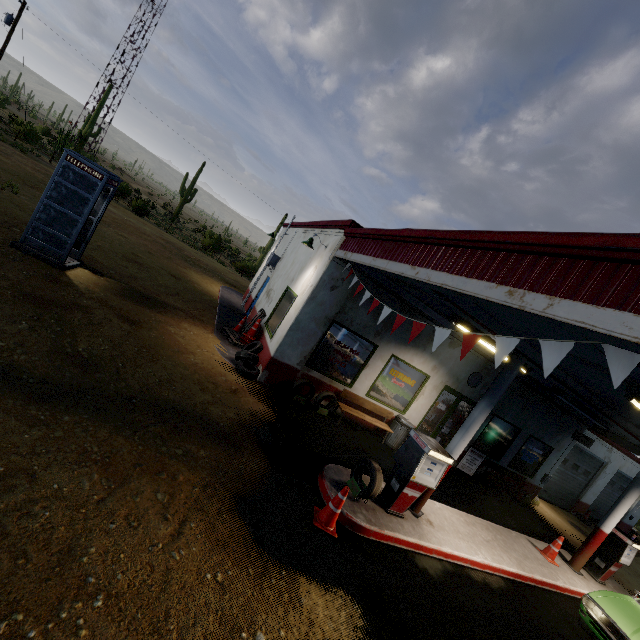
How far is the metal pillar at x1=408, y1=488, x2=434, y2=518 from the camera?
6.6m

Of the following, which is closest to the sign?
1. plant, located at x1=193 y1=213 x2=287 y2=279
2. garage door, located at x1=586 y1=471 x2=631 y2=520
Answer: garage door, located at x1=586 y1=471 x2=631 y2=520

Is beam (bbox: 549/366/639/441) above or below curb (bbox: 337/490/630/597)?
above

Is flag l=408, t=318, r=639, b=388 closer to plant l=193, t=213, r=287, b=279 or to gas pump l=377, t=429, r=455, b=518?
gas pump l=377, t=429, r=455, b=518

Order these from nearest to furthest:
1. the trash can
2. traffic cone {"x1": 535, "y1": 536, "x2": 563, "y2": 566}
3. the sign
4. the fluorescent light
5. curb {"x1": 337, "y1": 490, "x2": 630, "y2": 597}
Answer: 1. the fluorescent light
2. curb {"x1": 337, "y1": 490, "x2": 630, "y2": 597}
3. traffic cone {"x1": 535, "y1": 536, "x2": 563, "y2": 566}
4. the trash can
5. the sign

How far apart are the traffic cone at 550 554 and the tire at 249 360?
8.92m

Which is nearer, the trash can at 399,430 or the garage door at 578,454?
the trash can at 399,430

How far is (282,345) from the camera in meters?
8.9
